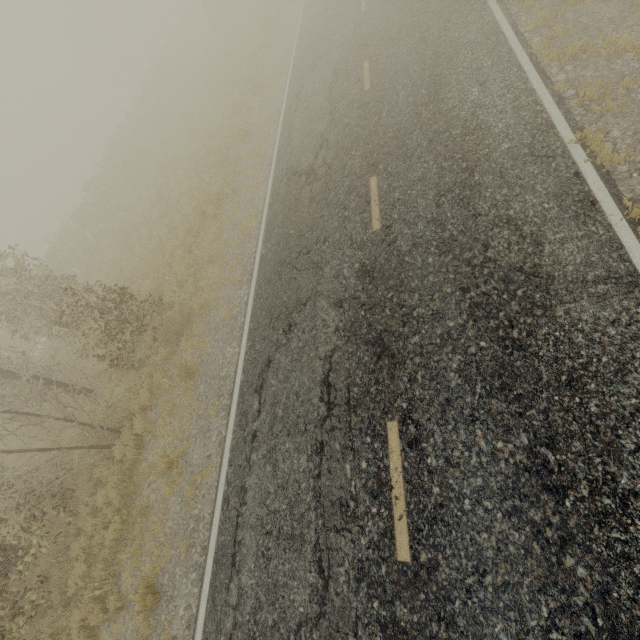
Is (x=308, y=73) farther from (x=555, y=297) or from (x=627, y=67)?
(x=555, y=297)
